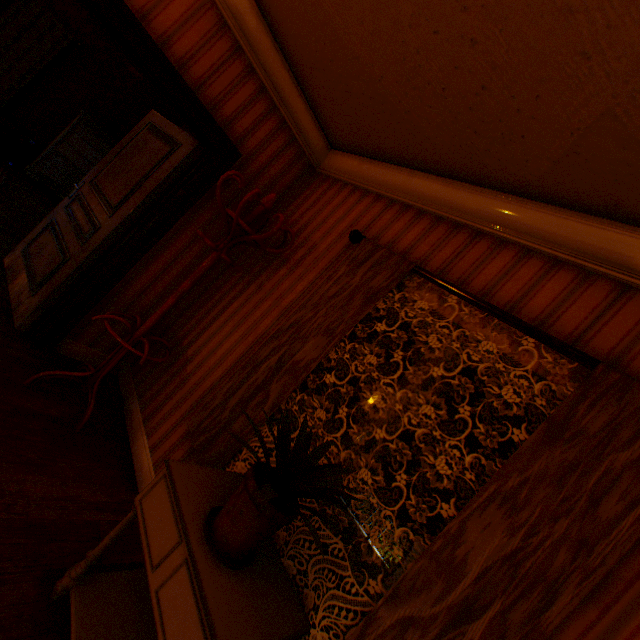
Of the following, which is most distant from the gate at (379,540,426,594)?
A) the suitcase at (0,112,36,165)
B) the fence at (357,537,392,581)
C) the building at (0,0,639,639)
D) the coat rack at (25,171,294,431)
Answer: the suitcase at (0,112,36,165)

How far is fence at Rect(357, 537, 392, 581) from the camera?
13.15m

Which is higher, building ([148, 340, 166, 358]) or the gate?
building ([148, 340, 166, 358])

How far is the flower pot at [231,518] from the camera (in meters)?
A: 1.28

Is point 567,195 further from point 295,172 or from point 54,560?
point 54,560

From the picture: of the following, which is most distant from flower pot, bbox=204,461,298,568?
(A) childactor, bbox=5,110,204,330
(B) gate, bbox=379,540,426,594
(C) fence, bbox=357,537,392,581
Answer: (C) fence, bbox=357,537,392,581

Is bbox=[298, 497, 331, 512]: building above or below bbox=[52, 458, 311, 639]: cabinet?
above

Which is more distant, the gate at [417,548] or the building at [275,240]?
the gate at [417,548]
